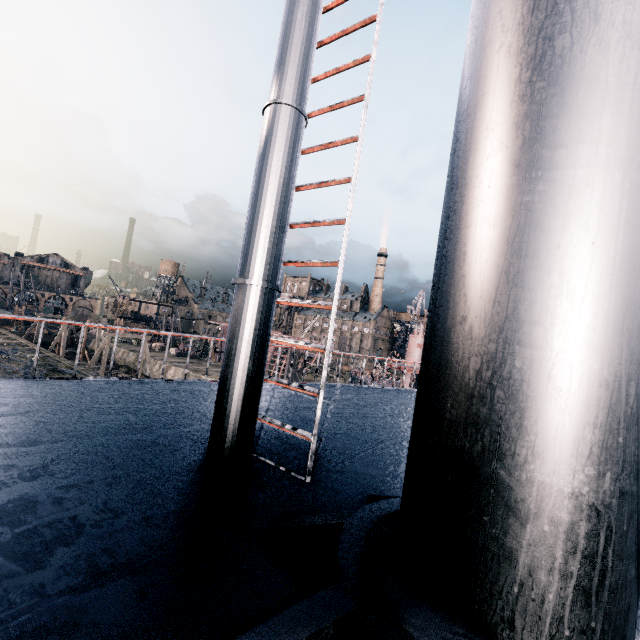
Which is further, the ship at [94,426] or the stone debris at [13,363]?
the stone debris at [13,363]

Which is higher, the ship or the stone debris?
the ship

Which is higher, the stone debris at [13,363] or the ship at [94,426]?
the ship at [94,426]

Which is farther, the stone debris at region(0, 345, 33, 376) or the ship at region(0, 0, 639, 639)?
the stone debris at region(0, 345, 33, 376)

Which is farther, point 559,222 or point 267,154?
point 267,154
